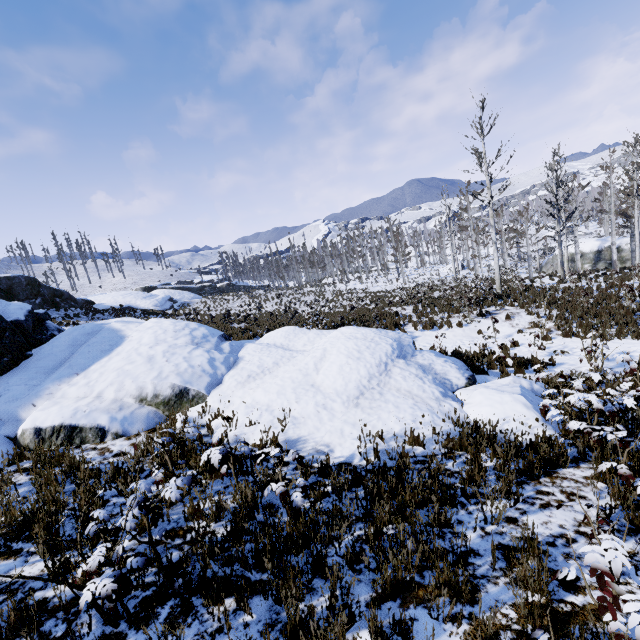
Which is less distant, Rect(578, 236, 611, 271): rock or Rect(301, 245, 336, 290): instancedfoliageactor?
Rect(578, 236, 611, 271): rock

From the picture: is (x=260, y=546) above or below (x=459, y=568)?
above

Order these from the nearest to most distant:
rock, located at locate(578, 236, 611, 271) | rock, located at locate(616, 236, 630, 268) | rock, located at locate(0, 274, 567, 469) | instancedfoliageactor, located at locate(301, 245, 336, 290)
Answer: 1. rock, located at locate(0, 274, 567, 469)
2. rock, located at locate(616, 236, 630, 268)
3. rock, located at locate(578, 236, 611, 271)
4. instancedfoliageactor, located at locate(301, 245, 336, 290)

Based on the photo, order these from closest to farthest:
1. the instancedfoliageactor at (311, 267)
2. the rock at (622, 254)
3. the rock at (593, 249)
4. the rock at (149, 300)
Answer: the rock at (149, 300)
the rock at (622, 254)
the rock at (593, 249)
the instancedfoliageactor at (311, 267)

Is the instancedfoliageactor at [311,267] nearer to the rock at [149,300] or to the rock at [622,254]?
the rock at [622,254]

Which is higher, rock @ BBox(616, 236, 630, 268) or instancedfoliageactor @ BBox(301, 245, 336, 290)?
instancedfoliageactor @ BBox(301, 245, 336, 290)

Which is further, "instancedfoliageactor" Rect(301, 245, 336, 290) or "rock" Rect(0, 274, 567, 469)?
"instancedfoliageactor" Rect(301, 245, 336, 290)
